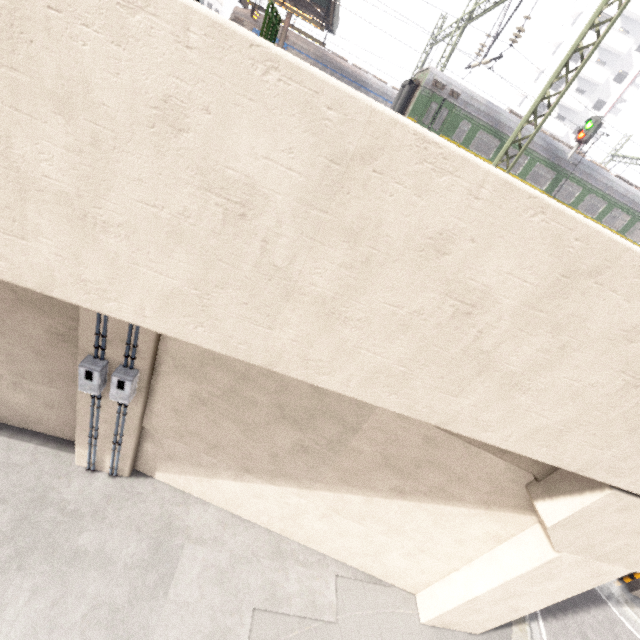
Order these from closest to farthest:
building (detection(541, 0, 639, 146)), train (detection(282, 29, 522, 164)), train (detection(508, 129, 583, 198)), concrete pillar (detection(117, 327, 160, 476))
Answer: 1. concrete pillar (detection(117, 327, 160, 476))
2. train (detection(282, 29, 522, 164))
3. train (detection(508, 129, 583, 198))
4. building (detection(541, 0, 639, 146))

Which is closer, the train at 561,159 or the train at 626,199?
the train at 561,159

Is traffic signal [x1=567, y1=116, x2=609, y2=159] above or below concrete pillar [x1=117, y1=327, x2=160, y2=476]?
above

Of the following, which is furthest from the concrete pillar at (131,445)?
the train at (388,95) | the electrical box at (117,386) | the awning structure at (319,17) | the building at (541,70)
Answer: the building at (541,70)

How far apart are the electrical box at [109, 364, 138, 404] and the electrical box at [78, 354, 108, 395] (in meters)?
0.21

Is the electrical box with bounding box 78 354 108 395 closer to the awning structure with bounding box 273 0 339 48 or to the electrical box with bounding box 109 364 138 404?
the electrical box with bounding box 109 364 138 404

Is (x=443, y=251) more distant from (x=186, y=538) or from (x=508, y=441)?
(x=186, y=538)

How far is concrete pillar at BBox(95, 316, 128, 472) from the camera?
6.0m
